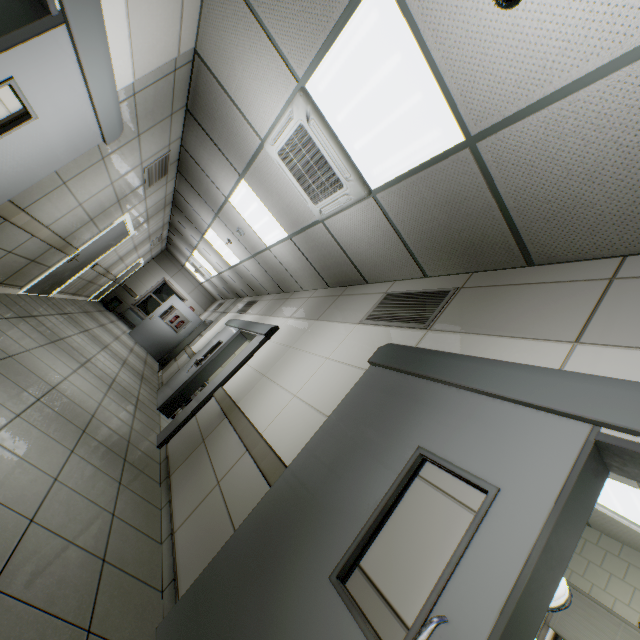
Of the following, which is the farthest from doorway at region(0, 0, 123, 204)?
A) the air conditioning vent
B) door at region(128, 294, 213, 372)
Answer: door at region(128, 294, 213, 372)

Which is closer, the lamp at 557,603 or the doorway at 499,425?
the doorway at 499,425

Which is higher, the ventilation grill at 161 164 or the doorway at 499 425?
the ventilation grill at 161 164

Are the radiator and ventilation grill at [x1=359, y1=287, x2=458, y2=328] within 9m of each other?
no

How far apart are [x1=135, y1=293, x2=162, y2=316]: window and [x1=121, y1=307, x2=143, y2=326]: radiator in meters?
0.1

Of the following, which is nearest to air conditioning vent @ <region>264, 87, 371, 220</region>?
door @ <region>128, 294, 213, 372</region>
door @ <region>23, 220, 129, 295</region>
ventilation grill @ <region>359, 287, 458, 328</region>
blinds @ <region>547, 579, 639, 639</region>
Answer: ventilation grill @ <region>359, 287, 458, 328</region>

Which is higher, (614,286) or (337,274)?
(337,274)

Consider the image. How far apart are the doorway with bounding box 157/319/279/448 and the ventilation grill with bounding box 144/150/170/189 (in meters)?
2.88
